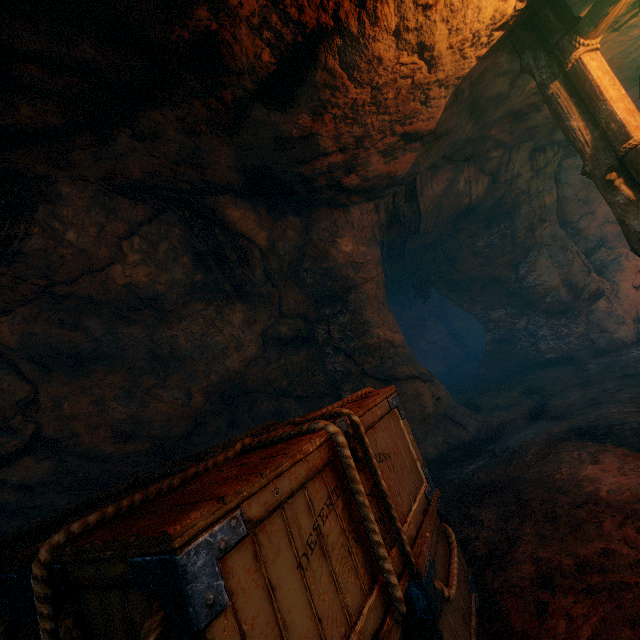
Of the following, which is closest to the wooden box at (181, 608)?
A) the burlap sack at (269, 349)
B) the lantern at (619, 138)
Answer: the burlap sack at (269, 349)

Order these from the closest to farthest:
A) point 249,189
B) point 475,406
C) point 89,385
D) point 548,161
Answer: point 89,385 → point 249,189 → point 475,406 → point 548,161

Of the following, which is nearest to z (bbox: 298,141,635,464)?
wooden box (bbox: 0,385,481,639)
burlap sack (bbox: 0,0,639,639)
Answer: burlap sack (bbox: 0,0,639,639)

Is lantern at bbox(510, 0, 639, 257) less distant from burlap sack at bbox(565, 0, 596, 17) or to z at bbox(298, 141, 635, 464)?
burlap sack at bbox(565, 0, 596, 17)

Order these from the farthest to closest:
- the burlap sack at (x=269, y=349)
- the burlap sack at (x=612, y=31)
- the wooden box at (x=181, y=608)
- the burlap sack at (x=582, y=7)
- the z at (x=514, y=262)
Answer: the z at (x=514, y=262), the burlap sack at (x=612, y=31), the burlap sack at (x=582, y=7), the burlap sack at (x=269, y=349), the wooden box at (x=181, y=608)

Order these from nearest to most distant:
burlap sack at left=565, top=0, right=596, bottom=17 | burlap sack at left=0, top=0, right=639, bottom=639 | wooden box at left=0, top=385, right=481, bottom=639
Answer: wooden box at left=0, top=385, right=481, bottom=639 → burlap sack at left=0, top=0, right=639, bottom=639 → burlap sack at left=565, top=0, right=596, bottom=17

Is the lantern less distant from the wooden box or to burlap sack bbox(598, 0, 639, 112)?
burlap sack bbox(598, 0, 639, 112)
